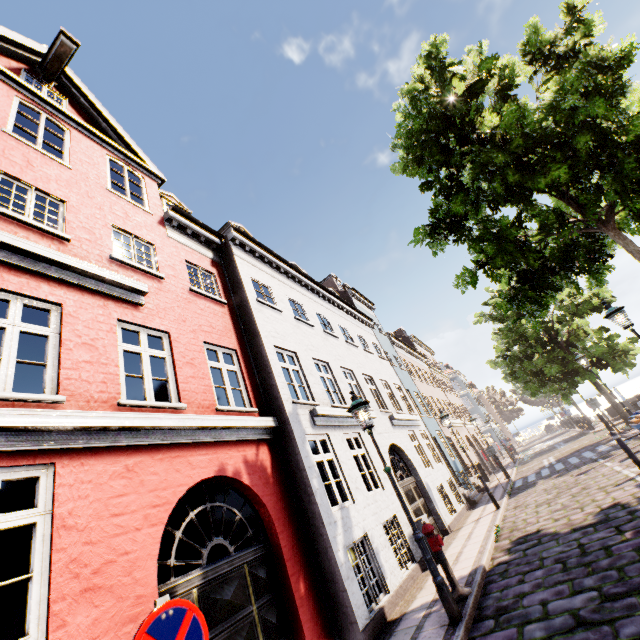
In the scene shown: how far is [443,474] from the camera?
14.97m

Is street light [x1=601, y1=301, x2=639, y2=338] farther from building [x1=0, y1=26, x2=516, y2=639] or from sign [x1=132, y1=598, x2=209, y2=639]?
building [x1=0, y1=26, x2=516, y2=639]

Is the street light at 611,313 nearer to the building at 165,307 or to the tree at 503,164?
the tree at 503,164

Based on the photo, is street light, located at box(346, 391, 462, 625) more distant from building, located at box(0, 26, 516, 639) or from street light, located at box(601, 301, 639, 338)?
building, located at box(0, 26, 516, 639)

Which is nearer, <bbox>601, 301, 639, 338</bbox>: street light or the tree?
the tree

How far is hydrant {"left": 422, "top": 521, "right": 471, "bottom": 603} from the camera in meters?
5.8

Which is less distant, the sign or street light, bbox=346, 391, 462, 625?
the sign
